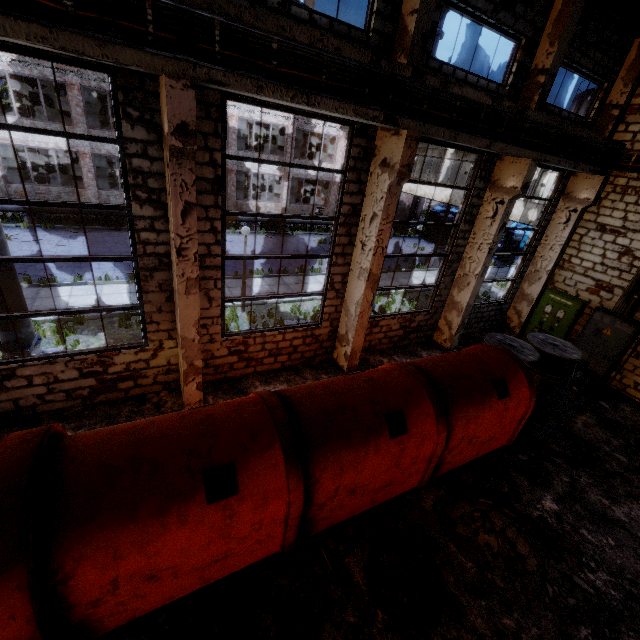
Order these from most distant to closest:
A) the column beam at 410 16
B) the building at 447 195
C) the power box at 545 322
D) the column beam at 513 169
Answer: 1. the building at 447 195
2. the power box at 545 322
3. the column beam at 513 169
4. the column beam at 410 16

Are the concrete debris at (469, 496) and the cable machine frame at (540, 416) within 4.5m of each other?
yes

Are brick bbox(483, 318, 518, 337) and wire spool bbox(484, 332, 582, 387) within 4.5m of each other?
yes

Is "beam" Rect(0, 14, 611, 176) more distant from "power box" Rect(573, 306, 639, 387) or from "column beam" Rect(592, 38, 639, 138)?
"power box" Rect(573, 306, 639, 387)

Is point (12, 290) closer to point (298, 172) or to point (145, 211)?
point (145, 211)

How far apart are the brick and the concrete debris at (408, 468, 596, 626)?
7.66m

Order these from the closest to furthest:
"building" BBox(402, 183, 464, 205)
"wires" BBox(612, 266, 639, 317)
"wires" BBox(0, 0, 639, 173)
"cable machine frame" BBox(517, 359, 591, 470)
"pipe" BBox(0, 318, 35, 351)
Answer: "wires" BBox(0, 0, 639, 173) < "pipe" BBox(0, 318, 35, 351) < "cable machine frame" BBox(517, 359, 591, 470) < "wires" BBox(612, 266, 639, 317) < "building" BBox(402, 183, 464, 205)

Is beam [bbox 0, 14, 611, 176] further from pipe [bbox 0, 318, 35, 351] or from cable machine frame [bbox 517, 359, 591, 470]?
cable machine frame [bbox 517, 359, 591, 470]
